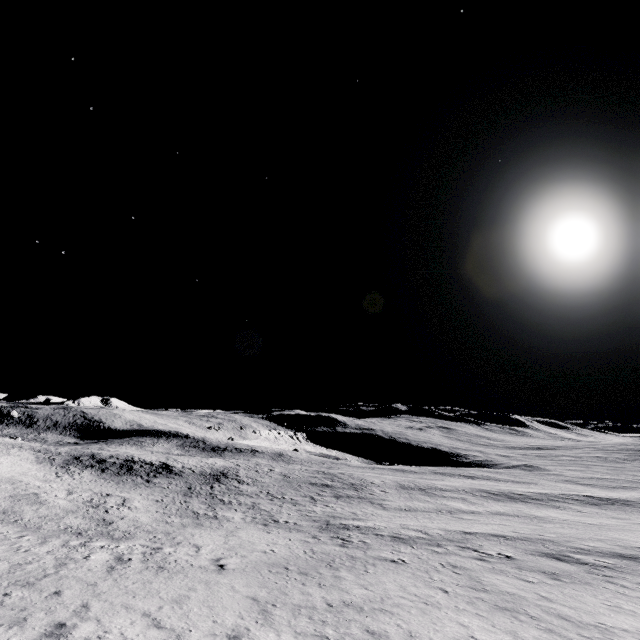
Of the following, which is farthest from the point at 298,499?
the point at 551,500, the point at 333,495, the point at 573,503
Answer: the point at 573,503
